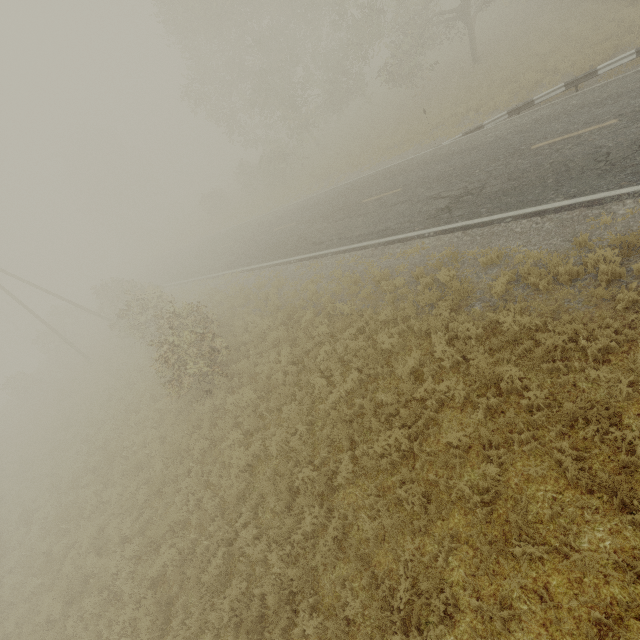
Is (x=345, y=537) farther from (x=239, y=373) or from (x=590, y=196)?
(x=590, y=196)
